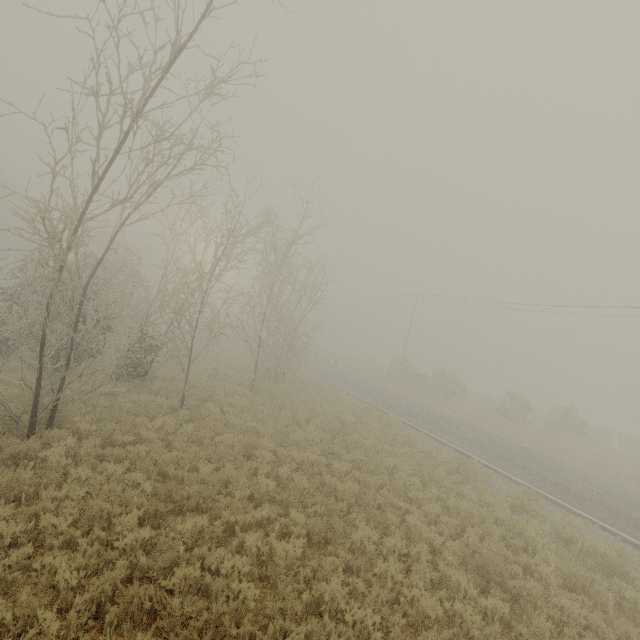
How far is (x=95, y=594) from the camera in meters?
4.7 m
